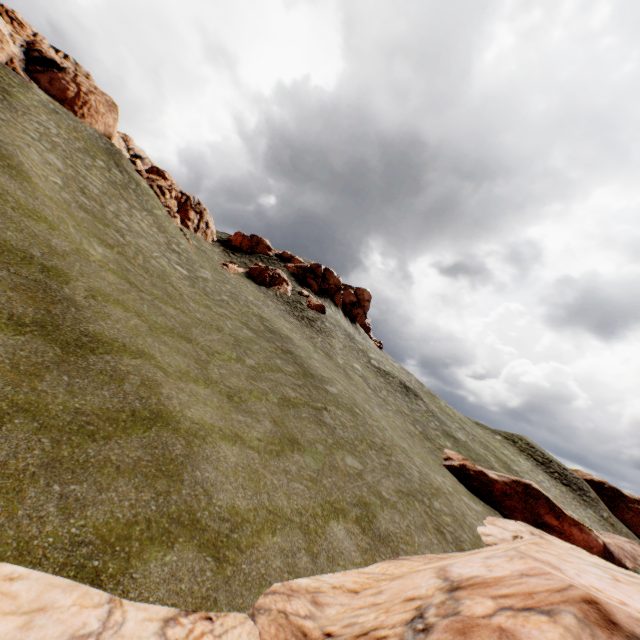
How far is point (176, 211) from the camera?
44.5 meters

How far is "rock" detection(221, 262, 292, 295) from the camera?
41.1 meters

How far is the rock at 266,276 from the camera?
41.1m

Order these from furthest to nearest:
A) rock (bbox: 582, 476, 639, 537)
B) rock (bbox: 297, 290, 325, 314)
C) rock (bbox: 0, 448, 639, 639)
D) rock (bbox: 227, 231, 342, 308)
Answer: rock (bbox: 582, 476, 639, 537), rock (bbox: 227, 231, 342, 308), rock (bbox: 297, 290, 325, 314), rock (bbox: 0, 448, 639, 639)

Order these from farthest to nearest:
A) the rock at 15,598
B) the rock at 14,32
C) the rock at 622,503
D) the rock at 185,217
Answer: the rock at 622,503 → the rock at 185,217 → the rock at 14,32 → the rock at 15,598

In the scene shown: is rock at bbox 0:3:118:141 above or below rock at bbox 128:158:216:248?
above
